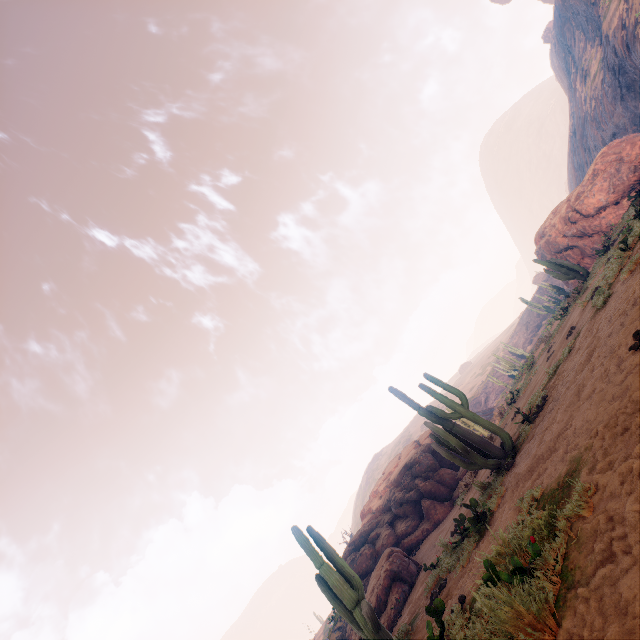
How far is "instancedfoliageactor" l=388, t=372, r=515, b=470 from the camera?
8.8m

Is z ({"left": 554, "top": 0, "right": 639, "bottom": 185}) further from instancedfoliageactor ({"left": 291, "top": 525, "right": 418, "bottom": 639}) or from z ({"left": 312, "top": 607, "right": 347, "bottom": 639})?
z ({"left": 312, "top": 607, "right": 347, "bottom": 639})

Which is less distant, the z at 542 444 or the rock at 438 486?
the z at 542 444

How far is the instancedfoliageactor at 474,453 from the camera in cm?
882

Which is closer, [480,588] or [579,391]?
[480,588]

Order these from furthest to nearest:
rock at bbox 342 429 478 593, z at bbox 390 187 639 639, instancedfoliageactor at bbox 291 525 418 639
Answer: rock at bbox 342 429 478 593
instancedfoliageactor at bbox 291 525 418 639
z at bbox 390 187 639 639

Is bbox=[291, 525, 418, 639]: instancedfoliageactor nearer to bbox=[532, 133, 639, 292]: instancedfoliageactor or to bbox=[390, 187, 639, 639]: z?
bbox=[390, 187, 639, 639]: z
